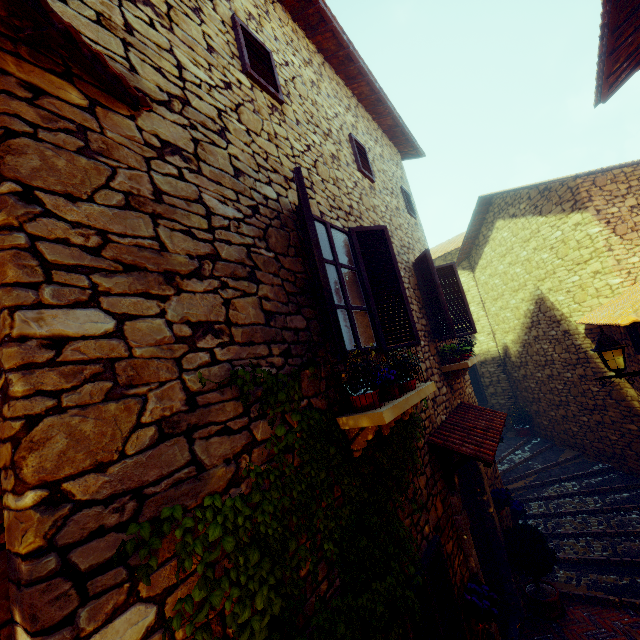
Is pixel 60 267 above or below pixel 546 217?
below

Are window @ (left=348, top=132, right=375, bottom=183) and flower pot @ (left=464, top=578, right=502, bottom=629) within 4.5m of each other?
no

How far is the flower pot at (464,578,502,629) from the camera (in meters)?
3.63

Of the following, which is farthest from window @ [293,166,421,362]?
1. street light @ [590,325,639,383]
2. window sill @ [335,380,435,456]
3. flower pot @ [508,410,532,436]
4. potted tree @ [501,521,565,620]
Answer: flower pot @ [508,410,532,436]

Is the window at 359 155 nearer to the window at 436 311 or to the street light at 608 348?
the window at 436 311

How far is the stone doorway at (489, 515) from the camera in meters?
5.4 m

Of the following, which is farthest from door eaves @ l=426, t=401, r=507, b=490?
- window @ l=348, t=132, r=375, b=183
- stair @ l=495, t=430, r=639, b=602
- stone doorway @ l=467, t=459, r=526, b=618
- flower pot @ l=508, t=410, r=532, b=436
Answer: Result: flower pot @ l=508, t=410, r=532, b=436

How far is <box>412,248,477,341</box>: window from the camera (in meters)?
5.71
